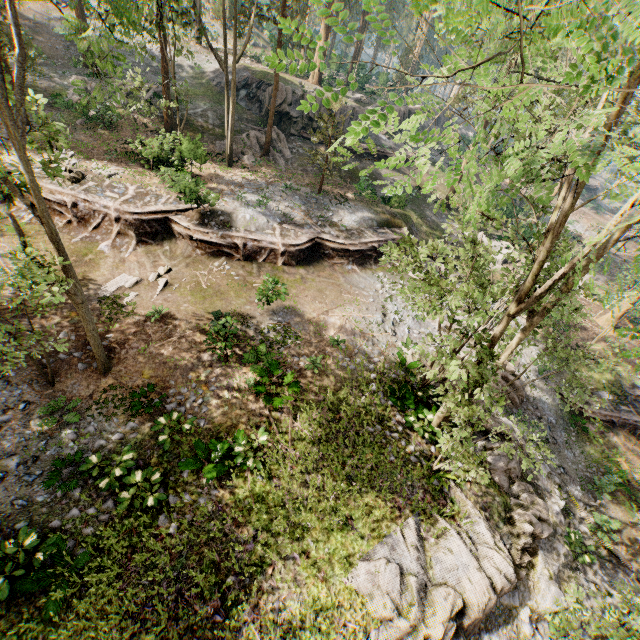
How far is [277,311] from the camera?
16.8 meters

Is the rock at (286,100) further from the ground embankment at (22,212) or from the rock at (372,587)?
the rock at (372,587)

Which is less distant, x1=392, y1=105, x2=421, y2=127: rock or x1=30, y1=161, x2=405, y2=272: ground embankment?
x1=30, y1=161, x2=405, y2=272: ground embankment

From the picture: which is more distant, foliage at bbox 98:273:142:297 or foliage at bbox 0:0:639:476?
foliage at bbox 98:273:142:297

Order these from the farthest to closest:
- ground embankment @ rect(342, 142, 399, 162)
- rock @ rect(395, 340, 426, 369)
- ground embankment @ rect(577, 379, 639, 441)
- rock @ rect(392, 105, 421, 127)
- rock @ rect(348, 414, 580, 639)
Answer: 1. rock @ rect(392, 105, 421, 127)
2. ground embankment @ rect(342, 142, 399, 162)
3. ground embankment @ rect(577, 379, 639, 441)
4. rock @ rect(395, 340, 426, 369)
5. rock @ rect(348, 414, 580, 639)

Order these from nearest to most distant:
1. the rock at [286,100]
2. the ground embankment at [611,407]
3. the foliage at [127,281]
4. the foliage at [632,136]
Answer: the foliage at [632,136] < the foliage at [127,281] < the ground embankment at [611,407] < the rock at [286,100]

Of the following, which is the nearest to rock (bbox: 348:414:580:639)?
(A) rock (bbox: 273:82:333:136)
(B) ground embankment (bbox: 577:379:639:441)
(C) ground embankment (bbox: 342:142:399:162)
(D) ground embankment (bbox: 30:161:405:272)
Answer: (B) ground embankment (bbox: 577:379:639:441)

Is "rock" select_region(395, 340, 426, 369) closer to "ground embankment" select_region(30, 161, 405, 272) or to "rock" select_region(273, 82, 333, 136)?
"ground embankment" select_region(30, 161, 405, 272)
